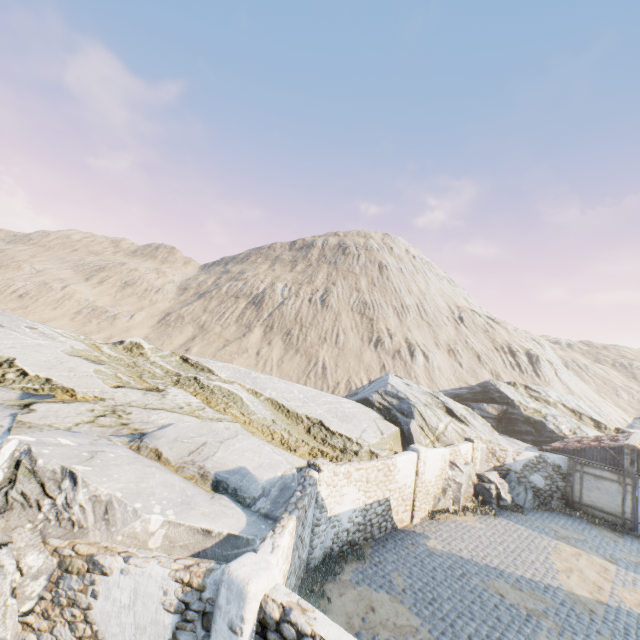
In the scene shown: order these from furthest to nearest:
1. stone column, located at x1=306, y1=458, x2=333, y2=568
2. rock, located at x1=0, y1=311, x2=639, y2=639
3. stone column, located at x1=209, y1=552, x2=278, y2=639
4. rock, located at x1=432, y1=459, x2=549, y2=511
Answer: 1. rock, located at x1=432, y1=459, x2=549, y2=511
2. stone column, located at x1=306, y1=458, x2=333, y2=568
3. rock, located at x1=0, y1=311, x2=639, y2=639
4. stone column, located at x1=209, y1=552, x2=278, y2=639

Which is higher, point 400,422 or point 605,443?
point 605,443

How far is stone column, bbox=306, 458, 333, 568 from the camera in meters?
10.1 m

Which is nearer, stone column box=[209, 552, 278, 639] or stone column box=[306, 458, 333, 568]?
stone column box=[209, 552, 278, 639]

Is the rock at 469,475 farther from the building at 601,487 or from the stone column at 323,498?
the building at 601,487

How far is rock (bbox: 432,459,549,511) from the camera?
16.33m

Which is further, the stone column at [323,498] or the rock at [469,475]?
the rock at [469,475]

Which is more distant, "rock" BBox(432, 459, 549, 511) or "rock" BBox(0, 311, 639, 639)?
"rock" BBox(432, 459, 549, 511)
